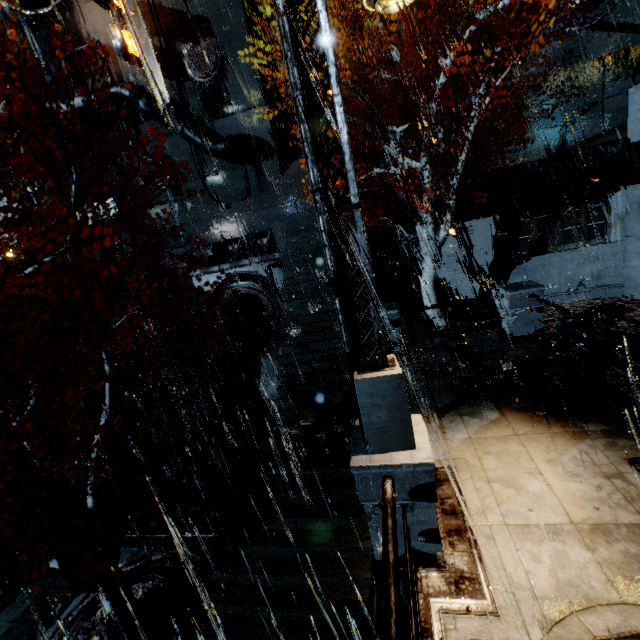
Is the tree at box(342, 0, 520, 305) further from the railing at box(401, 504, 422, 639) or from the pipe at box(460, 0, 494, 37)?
the railing at box(401, 504, 422, 639)

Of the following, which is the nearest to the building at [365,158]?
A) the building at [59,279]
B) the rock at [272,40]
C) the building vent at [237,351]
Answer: the building at [59,279]

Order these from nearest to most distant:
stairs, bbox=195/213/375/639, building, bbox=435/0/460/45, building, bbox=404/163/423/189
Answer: stairs, bbox=195/213/375/639
building, bbox=404/163/423/189
building, bbox=435/0/460/45

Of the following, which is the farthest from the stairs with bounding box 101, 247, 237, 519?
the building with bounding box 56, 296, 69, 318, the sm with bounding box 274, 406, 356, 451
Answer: the sm with bounding box 274, 406, 356, 451

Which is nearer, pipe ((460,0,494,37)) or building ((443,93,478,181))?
building ((443,93,478,181))

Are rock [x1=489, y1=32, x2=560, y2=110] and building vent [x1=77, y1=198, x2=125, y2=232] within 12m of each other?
no

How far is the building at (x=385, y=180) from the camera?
15.9m

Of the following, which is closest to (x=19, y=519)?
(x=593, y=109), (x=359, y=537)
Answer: (x=359, y=537)
